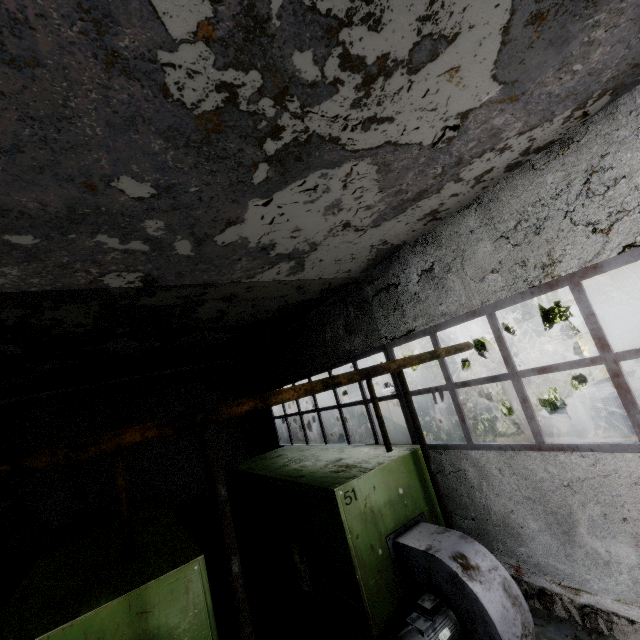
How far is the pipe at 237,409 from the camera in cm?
256

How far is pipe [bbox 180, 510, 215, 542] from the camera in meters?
10.8

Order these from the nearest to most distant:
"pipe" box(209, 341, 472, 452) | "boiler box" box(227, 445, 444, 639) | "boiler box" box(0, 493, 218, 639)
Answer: "pipe" box(209, 341, 472, 452) < "boiler box" box(0, 493, 218, 639) < "boiler box" box(227, 445, 444, 639)

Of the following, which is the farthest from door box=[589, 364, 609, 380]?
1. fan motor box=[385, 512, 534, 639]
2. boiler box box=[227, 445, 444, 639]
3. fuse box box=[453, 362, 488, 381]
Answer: fan motor box=[385, 512, 534, 639]

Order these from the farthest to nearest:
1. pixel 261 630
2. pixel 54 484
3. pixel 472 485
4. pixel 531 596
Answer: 1. pixel 54 484
2. pixel 261 630
3. pixel 472 485
4. pixel 531 596

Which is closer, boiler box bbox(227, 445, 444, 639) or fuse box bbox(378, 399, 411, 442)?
boiler box bbox(227, 445, 444, 639)

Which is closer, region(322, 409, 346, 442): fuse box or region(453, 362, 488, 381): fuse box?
region(322, 409, 346, 442): fuse box

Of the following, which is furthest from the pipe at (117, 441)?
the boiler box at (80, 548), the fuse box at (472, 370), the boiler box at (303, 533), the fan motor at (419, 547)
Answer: the fuse box at (472, 370)
